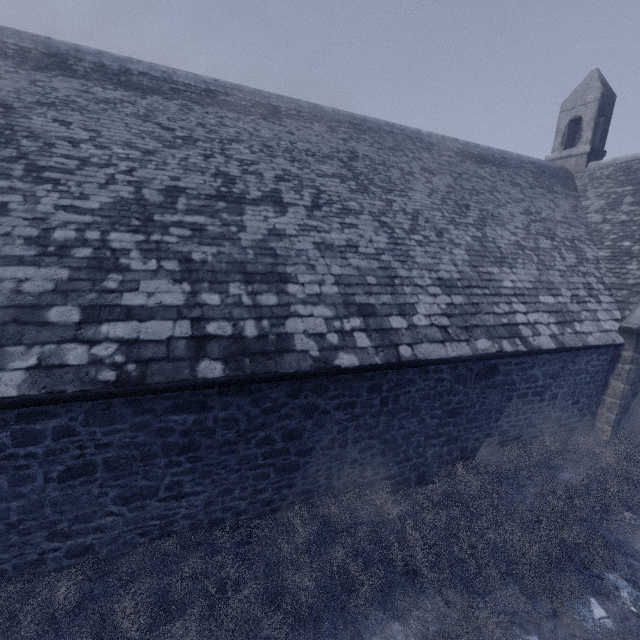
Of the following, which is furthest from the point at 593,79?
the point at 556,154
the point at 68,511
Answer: the point at 68,511
